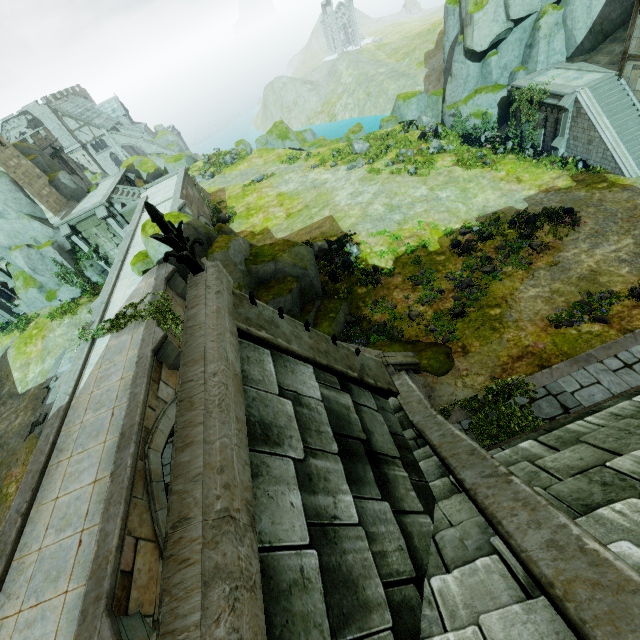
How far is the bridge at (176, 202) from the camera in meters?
23.0 m

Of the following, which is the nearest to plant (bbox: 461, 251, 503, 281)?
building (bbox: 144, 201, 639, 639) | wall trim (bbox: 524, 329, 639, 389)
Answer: wall trim (bbox: 524, 329, 639, 389)

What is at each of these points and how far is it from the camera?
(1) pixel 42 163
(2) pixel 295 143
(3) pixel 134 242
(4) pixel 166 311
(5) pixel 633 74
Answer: (1) rock, 28.08m
(2) rock, 39.47m
(3) bridge, 21.70m
(4) plant, 14.70m
(5) building, 18.34m

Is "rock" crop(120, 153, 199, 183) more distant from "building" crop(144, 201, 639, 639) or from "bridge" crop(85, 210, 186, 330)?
"building" crop(144, 201, 639, 639)

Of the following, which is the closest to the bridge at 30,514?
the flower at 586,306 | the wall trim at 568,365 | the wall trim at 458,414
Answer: the wall trim at 458,414

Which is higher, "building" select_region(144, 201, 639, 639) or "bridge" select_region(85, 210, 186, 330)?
"building" select_region(144, 201, 639, 639)

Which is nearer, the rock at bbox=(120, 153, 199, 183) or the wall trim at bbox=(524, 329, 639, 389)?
the wall trim at bbox=(524, 329, 639, 389)

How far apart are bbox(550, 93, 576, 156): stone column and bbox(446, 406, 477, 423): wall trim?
20.0m
